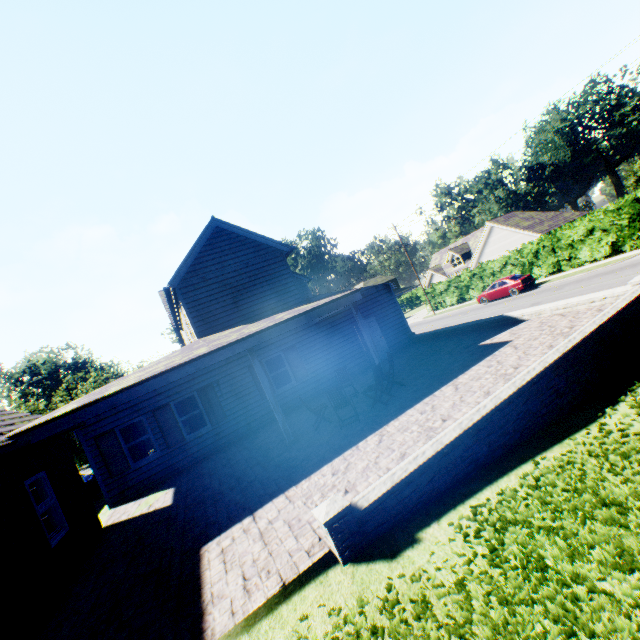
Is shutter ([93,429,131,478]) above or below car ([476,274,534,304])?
above

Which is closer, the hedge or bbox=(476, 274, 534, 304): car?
the hedge

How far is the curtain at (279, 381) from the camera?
14.7 meters

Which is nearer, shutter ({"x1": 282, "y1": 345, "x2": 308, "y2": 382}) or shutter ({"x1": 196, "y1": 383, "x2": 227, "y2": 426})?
shutter ({"x1": 196, "y1": 383, "x2": 227, "y2": 426})

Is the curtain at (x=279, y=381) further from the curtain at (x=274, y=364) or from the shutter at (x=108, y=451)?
the shutter at (x=108, y=451)

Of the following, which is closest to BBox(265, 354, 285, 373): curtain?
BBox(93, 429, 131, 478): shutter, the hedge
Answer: BBox(93, 429, 131, 478): shutter

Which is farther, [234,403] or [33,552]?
[234,403]

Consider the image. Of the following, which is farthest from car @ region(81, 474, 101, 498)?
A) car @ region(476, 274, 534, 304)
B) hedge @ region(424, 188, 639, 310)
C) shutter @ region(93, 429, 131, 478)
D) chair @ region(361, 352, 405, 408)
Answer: hedge @ region(424, 188, 639, 310)
